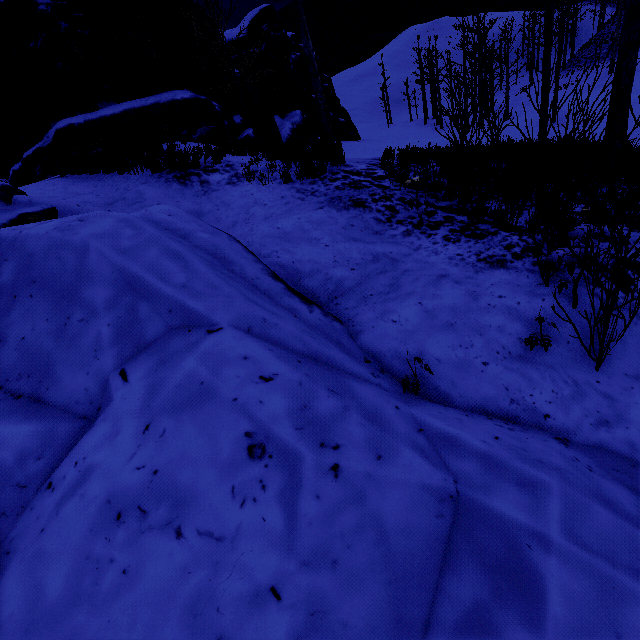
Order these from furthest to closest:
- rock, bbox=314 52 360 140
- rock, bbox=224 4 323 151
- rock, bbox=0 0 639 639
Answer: rock, bbox=314 52 360 140, rock, bbox=224 4 323 151, rock, bbox=0 0 639 639

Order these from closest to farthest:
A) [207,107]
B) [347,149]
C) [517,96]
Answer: [207,107] < [347,149] < [517,96]

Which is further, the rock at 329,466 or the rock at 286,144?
the rock at 286,144

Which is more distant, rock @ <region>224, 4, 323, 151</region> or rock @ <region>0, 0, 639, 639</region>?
rock @ <region>224, 4, 323, 151</region>

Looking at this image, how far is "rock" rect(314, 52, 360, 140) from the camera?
27.2 meters
